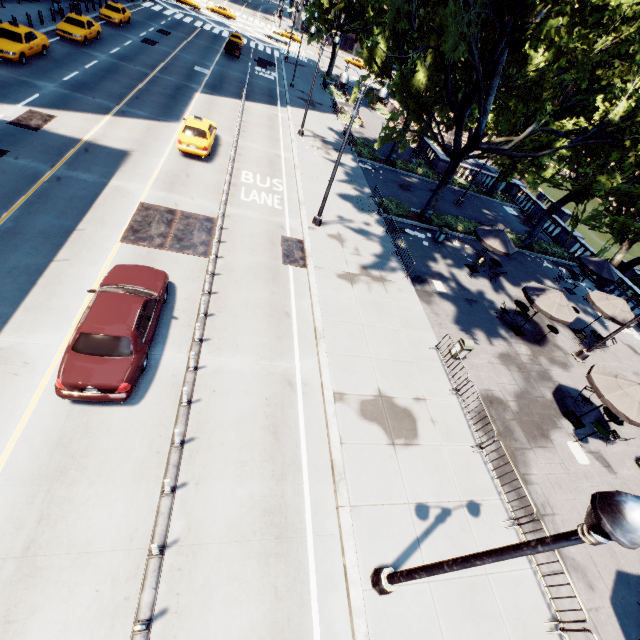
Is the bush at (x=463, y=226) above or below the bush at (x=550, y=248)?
above

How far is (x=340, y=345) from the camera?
12.8 meters

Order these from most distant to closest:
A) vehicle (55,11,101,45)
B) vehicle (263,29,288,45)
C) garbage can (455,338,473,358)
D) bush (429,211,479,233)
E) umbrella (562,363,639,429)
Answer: vehicle (263,29,288,45) < vehicle (55,11,101,45) < bush (429,211,479,233) < garbage can (455,338,473,358) < umbrella (562,363,639,429)

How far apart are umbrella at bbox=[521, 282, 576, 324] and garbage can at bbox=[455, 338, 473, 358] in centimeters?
430cm

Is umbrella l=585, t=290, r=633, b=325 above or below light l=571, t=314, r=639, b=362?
above

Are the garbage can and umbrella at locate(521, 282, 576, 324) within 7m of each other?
yes

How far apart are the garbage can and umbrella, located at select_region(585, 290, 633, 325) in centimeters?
949cm

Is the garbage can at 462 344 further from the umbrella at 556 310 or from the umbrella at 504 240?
the umbrella at 504 240
